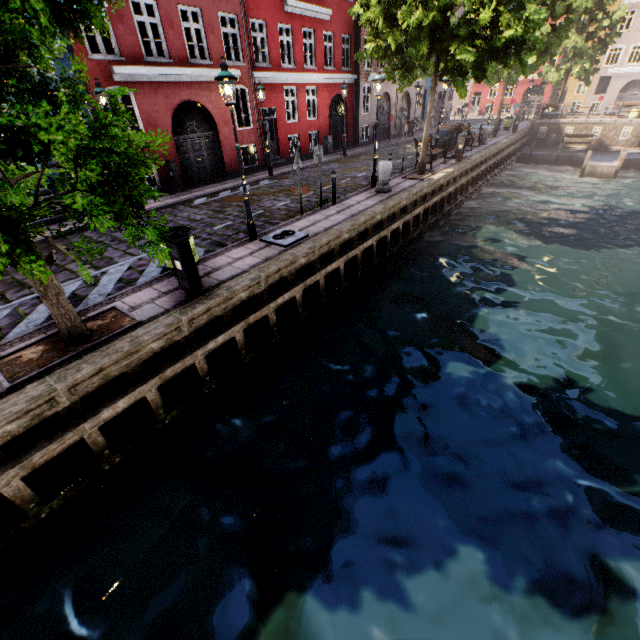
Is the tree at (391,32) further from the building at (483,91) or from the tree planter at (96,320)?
the building at (483,91)

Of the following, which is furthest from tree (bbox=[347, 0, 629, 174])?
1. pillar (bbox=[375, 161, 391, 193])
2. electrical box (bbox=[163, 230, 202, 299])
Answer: pillar (bbox=[375, 161, 391, 193])

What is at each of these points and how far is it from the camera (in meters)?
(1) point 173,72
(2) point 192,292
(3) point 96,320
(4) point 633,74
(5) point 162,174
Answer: (1) building, 13.03
(2) electrical box, 6.26
(3) tree planter, 5.93
(4) building, 36.28
(5) building, 14.15

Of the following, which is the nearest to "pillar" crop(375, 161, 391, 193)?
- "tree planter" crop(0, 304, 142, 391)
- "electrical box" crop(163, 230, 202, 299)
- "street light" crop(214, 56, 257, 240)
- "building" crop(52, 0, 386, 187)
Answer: "street light" crop(214, 56, 257, 240)

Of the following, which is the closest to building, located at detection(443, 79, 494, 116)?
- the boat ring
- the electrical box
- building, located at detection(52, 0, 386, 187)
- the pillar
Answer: building, located at detection(52, 0, 386, 187)

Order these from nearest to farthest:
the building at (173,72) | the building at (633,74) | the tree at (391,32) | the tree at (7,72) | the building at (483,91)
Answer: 1. the tree at (7,72)
2. the tree at (391,32)
3. the building at (173,72)
4. the building at (633,74)
5. the building at (483,91)

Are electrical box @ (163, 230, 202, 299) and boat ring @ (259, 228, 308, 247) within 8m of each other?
yes

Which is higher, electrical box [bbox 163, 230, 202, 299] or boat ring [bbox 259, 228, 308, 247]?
electrical box [bbox 163, 230, 202, 299]
